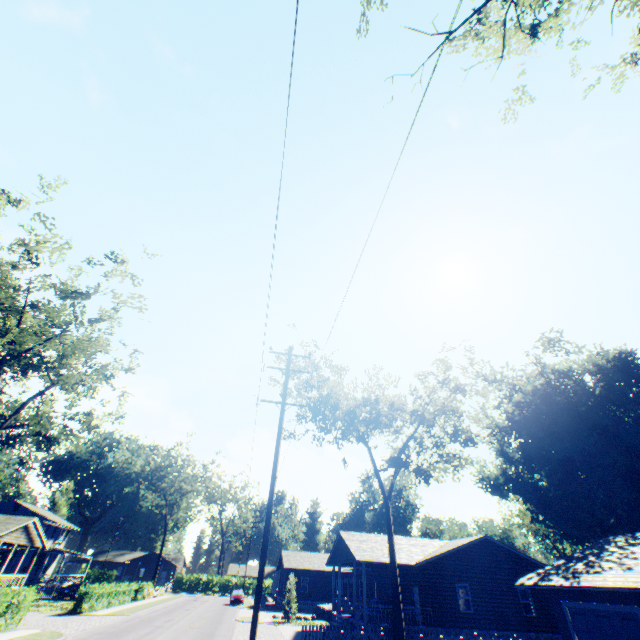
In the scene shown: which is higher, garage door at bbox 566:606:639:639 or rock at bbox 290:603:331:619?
garage door at bbox 566:606:639:639

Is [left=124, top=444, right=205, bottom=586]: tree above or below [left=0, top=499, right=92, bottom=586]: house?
above

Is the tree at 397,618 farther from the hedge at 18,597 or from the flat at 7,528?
the flat at 7,528

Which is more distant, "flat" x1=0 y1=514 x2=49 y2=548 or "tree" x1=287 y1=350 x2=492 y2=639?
"flat" x1=0 y1=514 x2=49 y2=548

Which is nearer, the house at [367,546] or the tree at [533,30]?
the tree at [533,30]

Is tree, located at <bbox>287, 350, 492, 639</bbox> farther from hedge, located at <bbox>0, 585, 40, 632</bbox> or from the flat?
the flat

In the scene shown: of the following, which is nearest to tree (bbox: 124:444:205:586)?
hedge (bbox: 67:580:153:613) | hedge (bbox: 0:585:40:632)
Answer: hedge (bbox: 67:580:153:613)

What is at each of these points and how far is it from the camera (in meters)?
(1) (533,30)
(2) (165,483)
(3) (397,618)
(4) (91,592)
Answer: (1) tree, 9.17
(2) tree, 57.69
(3) tree, 16.72
(4) hedge, 27.12
